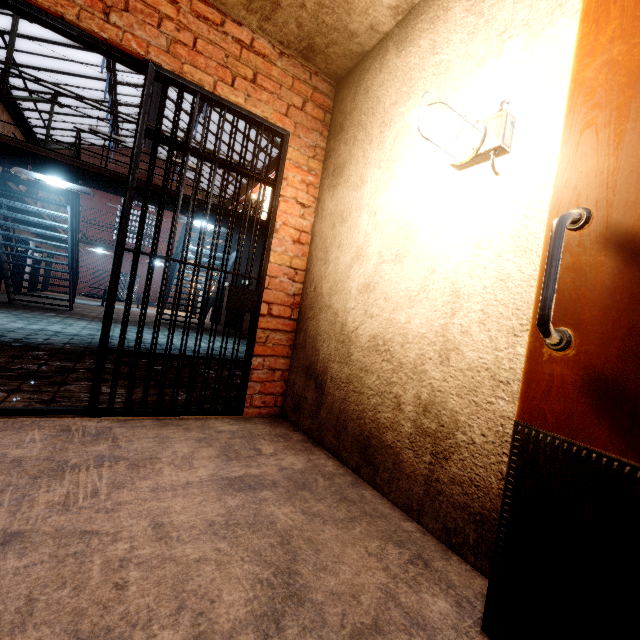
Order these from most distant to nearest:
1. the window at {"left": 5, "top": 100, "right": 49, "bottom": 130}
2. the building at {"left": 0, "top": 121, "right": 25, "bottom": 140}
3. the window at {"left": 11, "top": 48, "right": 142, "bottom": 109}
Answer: the window at {"left": 5, "top": 100, "right": 49, "bottom": 130} → the window at {"left": 11, "top": 48, "right": 142, "bottom": 109} → the building at {"left": 0, "top": 121, "right": 25, "bottom": 140}

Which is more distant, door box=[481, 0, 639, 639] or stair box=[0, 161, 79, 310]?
stair box=[0, 161, 79, 310]

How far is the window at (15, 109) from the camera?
15.6 meters

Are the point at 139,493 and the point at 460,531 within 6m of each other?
yes

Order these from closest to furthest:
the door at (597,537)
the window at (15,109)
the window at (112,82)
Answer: the door at (597,537), the window at (112,82), the window at (15,109)

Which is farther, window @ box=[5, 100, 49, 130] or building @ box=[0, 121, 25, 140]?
window @ box=[5, 100, 49, 130]

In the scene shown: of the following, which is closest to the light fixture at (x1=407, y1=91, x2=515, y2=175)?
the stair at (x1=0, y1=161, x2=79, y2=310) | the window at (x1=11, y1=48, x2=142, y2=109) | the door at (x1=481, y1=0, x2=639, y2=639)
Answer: the door at (x1=481, y1=0, x2=639, y2=639)

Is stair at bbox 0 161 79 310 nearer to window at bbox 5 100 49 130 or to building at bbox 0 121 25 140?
building at bbox 0 121 25 140
